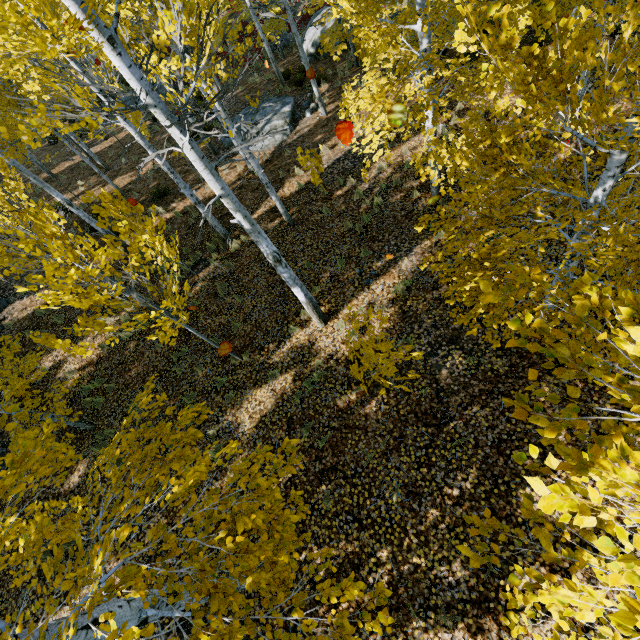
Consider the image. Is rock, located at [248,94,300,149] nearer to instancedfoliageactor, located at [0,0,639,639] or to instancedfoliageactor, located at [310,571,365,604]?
instancedfoliageactor, located at [0,0,639,639]

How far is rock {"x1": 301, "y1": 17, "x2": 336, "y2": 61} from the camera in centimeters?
1706cm

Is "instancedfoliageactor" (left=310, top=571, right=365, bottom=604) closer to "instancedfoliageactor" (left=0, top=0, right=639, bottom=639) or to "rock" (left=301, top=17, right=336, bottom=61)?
"instancedfoliageactor" (left=0, top=0, right=639, bottom=639)

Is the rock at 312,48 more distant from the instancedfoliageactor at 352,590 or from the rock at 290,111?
the instancedfoliageactor at 352,590

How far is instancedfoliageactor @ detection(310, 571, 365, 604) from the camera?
2.6m

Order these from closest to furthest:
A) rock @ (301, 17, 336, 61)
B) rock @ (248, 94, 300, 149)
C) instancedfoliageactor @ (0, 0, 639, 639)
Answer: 1. instancedfoliageactor @ (0, 0, 639, 639)
2. rock @ (248, 94, 300, 149)
3. rock @ (301, 17, 336, 61)

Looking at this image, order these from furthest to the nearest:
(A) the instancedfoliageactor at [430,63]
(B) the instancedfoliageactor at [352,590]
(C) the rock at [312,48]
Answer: (C) the rock at [312,48]
(B) the instancedfoliageactor at [352,590]
(A) the instancedfoliageactor at [430,63]

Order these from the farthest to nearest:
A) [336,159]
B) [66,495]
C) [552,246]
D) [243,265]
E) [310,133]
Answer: [310,133], [336,159], [243,265], [66,495], [552,246]
